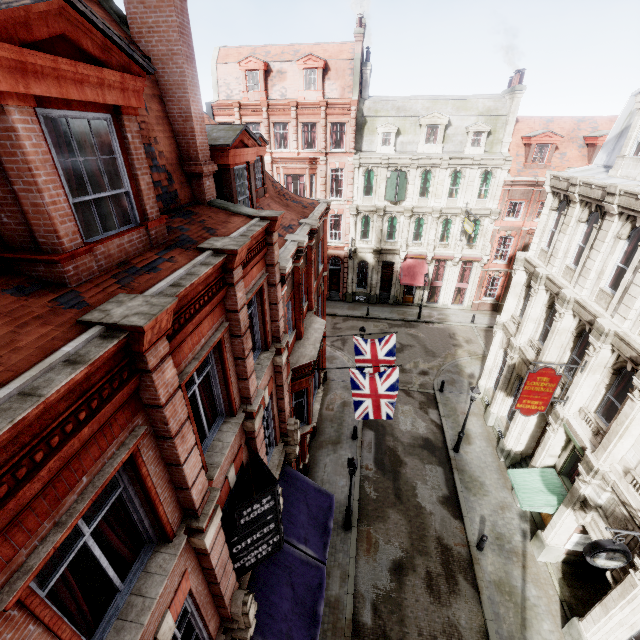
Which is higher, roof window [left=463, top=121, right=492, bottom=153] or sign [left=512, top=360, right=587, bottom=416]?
roof window [left=463, top=121, right=492, bottom=153]

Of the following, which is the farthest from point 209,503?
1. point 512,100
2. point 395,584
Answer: point 512,100

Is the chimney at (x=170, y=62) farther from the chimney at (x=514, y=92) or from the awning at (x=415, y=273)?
the chimney at (x=514, y=92)

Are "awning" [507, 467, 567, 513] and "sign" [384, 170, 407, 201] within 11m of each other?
no

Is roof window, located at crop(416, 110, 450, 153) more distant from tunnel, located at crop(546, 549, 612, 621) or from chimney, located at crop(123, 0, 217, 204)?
tunnel, located at crop(546, 549, 612, 621)

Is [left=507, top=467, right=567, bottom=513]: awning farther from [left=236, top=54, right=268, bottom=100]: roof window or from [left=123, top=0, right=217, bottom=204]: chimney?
[left=236, top=54, right=268, bottom=100]: roof window

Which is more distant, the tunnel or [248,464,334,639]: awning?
the tunnel

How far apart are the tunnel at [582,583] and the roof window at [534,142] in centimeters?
2772cm
